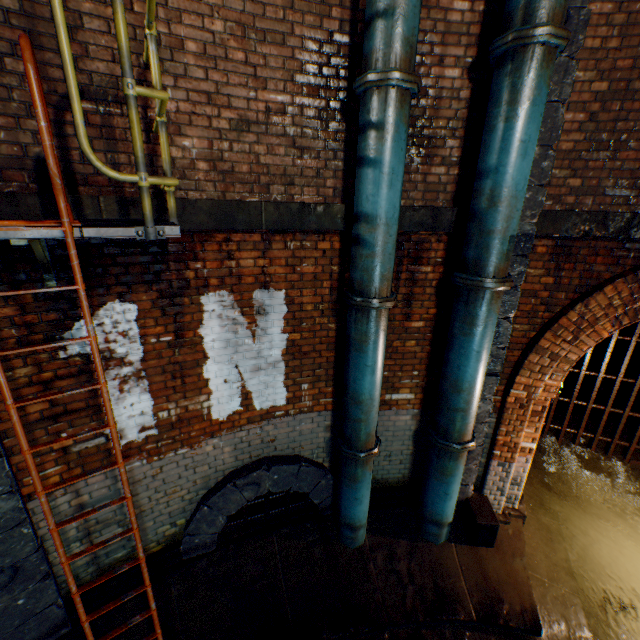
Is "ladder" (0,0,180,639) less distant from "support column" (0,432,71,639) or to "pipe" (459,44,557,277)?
"support column" (0,432,71,639)

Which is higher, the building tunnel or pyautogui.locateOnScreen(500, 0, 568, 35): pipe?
pyautogui.locateOnScreen(500, 0, 568, 35): pipe

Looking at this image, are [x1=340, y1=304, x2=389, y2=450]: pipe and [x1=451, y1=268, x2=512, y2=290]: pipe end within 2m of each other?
yes

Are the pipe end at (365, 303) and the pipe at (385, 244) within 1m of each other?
yes

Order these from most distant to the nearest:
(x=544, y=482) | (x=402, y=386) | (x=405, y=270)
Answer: (x=544, y=482), (x=402, y=386), (x=405, y=270)

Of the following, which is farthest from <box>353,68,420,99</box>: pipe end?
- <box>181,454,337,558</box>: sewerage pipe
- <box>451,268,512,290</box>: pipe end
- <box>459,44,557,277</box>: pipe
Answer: <box>181,454,337,558</box>: sewerage pipe

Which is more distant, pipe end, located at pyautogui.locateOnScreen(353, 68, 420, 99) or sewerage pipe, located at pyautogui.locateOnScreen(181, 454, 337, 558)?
sewerage pipe, located at pyautogui.locateOnScreen(181, 454, 337, 558)

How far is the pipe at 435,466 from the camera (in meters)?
4.28
